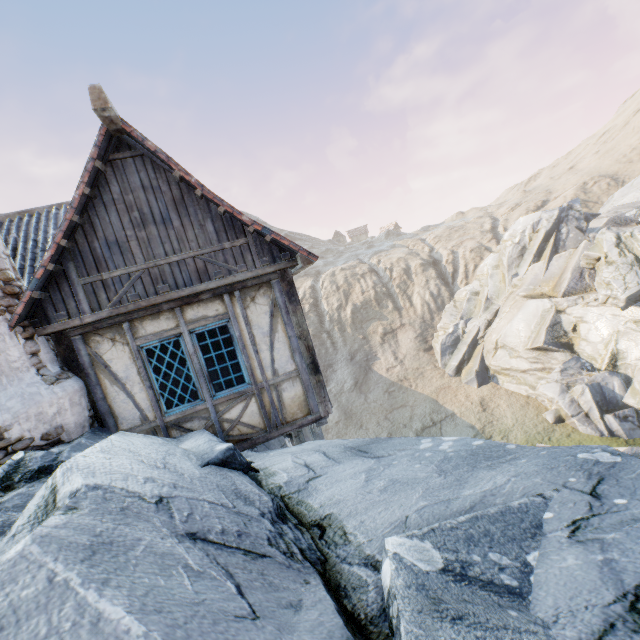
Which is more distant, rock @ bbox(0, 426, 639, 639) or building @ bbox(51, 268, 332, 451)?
building @ bbox(51, 268, 332, 451)

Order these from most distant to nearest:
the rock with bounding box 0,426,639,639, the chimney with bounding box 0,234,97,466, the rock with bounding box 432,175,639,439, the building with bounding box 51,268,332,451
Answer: the rock with bounding box 432,175,639,439, the building with bounding box 51,268,332,451, the chimney with bounding box 0,234,97,466, the rock with bounding box 0,426,639,639

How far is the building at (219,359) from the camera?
5.4m

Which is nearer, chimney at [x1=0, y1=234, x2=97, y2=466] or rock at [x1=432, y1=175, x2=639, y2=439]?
chimney at [x1=0, y1=234, x2=97, y2=466]

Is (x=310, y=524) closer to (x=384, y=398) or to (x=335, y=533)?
(x=335, y=533)

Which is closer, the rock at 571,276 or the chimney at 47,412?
the chimney at 47,412

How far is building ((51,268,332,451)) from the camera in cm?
543

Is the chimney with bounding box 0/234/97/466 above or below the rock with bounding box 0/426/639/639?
above
